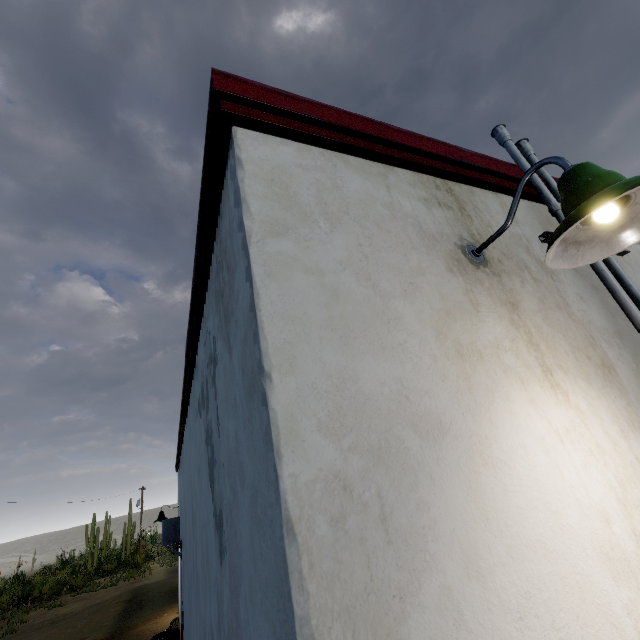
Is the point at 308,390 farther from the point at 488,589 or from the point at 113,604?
the point at 113,604

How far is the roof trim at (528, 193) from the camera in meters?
2.2

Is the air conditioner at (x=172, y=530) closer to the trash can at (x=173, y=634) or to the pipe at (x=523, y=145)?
the trash can at (x=173, y=634)

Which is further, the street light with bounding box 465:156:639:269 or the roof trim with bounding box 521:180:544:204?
the roof trim with bounding box 521:180:544:204

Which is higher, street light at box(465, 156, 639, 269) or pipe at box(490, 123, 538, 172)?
pipe at box(490, 123, 538, 172)

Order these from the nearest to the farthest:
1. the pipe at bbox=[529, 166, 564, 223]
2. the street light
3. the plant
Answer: the street light
the pipe at bbox=[529, 166, 564, 223]
the plant

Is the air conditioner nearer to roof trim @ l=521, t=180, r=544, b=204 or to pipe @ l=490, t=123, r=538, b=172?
roof trim @ l=521, t=180, r=544, b=204

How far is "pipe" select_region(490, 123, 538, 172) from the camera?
2.3m
